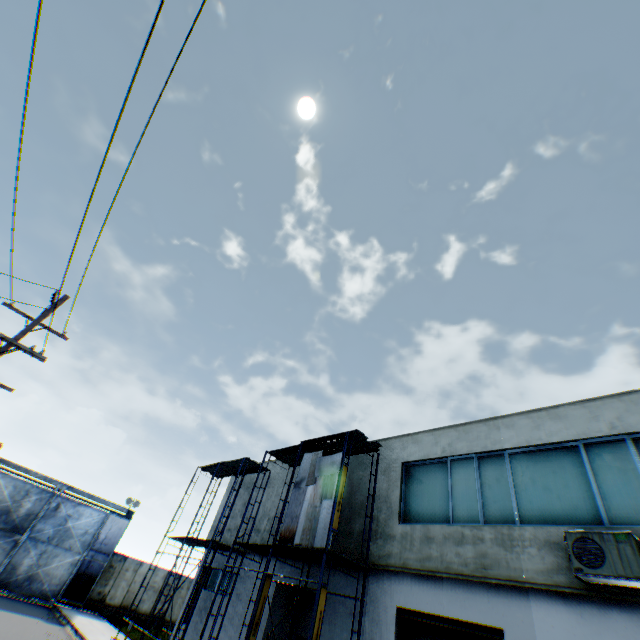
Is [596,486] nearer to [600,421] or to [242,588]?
[600,421]

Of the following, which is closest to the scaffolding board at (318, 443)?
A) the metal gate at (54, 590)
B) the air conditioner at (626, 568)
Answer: the air conditioner at (626, 568)

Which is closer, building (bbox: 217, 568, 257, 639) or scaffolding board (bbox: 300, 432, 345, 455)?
scaffolding board (bbox: 300, 432, 345, 455)

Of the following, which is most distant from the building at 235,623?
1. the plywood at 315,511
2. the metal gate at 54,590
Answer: the metal gate at 54,590

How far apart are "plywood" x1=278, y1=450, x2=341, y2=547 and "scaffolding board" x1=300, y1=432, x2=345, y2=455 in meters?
0.5

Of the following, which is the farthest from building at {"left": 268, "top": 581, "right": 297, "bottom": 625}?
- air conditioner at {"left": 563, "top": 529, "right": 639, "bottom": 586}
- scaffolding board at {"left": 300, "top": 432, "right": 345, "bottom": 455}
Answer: scaffolding board at {"left": 300, "top": 432, "right": 345, "bottom": 455}

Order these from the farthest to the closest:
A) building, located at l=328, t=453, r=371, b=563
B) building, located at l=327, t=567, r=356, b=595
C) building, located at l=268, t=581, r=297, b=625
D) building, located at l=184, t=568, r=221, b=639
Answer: building, located at l=184, t=568, r=221, b=639, building, located at l=268, t=581, r=297, b=625, building, located at l=328, t=453, r=371, b=563, building, located at l=327, t=567, r=356, b=595

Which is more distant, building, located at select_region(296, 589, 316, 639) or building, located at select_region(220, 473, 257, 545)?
building, located at select_region(220, 473, 257, 545)
